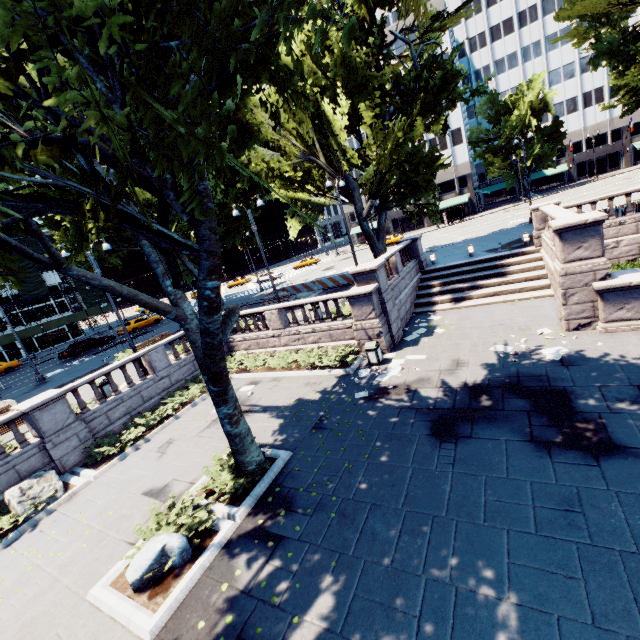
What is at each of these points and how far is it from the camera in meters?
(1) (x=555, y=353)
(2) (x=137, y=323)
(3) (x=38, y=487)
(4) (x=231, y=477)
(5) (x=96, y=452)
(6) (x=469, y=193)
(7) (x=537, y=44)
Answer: (1) instancedfoliageactor, 10.9 m
(2) vehicle, 38.0 m
(3) rock, 11.1 m
(4) bush, 9.0 m
(5) bush, 12.9 m
(6) building, 56.2 m
(7) building, 57.0 m

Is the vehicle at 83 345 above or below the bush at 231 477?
above

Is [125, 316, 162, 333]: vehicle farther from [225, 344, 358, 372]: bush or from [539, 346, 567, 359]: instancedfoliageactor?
[539, 346, 567, 359]: instancedfoliageactor

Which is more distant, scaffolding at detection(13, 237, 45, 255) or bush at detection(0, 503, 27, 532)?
scaffolding at detection(13, 237, 45, 255)

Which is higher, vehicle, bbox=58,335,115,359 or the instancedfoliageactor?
vehicle, bbox=58,335,115,359

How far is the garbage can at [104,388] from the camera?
15.33m

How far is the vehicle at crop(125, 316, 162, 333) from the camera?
37.4m

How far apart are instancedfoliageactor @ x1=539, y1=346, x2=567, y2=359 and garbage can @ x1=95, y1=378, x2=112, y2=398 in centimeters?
1858cm
